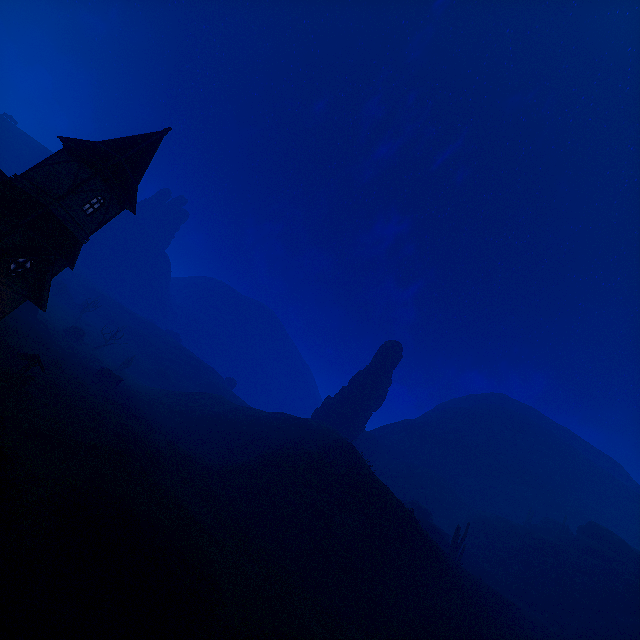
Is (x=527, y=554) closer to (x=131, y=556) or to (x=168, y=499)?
(x=168, y=499)

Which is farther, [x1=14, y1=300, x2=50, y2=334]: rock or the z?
[x1=14, y1=300, x2=50, y2=334]: rock

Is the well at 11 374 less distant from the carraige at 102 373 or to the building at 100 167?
the building at 100 167

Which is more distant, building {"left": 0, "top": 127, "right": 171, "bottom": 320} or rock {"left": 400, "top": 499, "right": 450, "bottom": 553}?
rock {"left": 400, "top": 499, "right": 450, "bottom": 553}

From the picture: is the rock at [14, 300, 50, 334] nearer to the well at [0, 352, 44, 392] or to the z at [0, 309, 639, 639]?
the z at [0, 309, 639, 639]

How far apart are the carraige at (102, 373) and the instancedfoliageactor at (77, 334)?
15.30m

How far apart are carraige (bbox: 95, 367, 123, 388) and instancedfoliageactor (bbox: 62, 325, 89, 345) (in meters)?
15.30

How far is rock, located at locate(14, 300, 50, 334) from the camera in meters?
42.5
